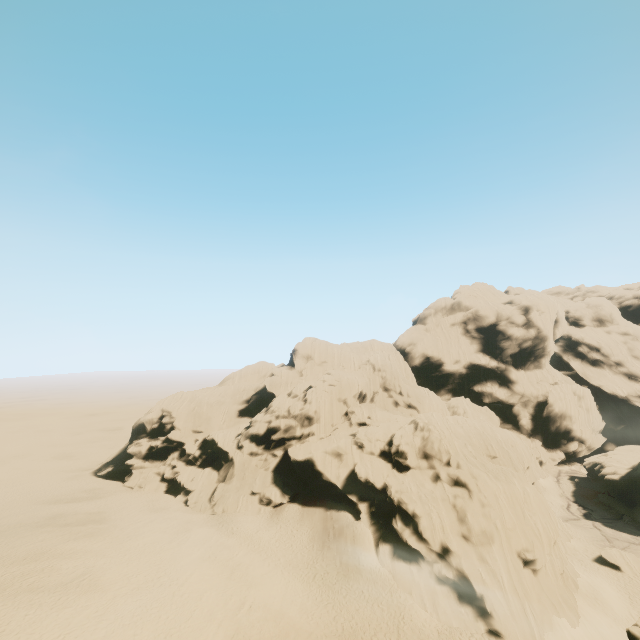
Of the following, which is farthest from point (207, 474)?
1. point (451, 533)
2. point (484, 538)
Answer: point (484, 538)

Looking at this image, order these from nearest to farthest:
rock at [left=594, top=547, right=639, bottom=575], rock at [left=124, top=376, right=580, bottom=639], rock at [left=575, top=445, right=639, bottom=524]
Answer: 1. rock at [left=124, top=376, right=580, bottom=639]
2. rock at [left=594, top=547, right=639, bottom=575]
3. rock at [left=575, top=445, right=639, bottom=524]

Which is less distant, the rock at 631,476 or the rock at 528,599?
the rock at 528,599

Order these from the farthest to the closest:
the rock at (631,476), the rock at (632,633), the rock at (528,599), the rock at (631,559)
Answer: the rock at (631,476) < the rock at (631,559) < the rock at (528,599) < the rock at (632,633)

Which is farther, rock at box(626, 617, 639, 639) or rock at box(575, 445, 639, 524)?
rock at box(575, 445, 639, 524)

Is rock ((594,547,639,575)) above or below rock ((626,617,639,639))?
below
